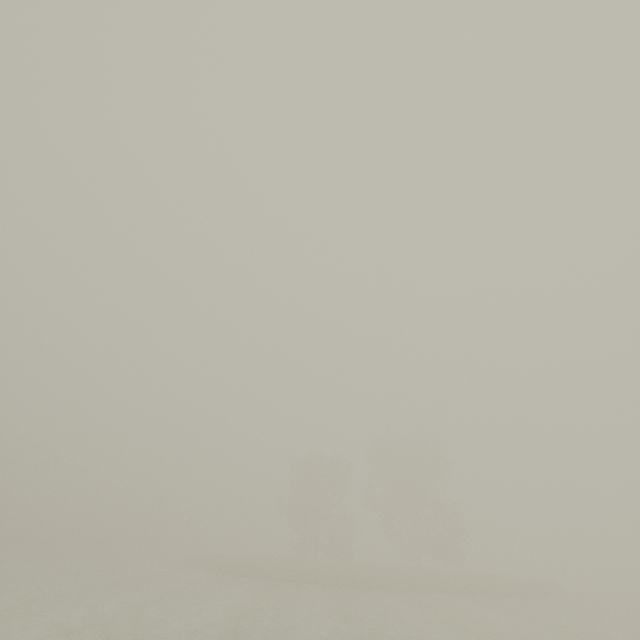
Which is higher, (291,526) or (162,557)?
(291,526)
